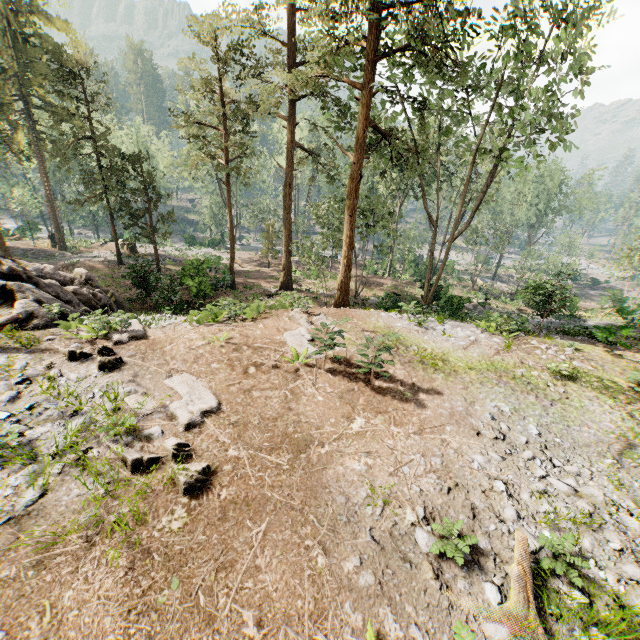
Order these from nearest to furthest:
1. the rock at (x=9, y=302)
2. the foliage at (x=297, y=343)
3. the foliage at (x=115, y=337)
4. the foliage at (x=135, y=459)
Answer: the foliage at (x=135, y=459) → the foliage at (x=115, y=337) → the foliage at (x=297, y=343) → the rock at (x=9, y=302)

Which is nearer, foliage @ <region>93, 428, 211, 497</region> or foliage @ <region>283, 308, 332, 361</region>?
foliage @ <region>93, 428, 211, 497</region>

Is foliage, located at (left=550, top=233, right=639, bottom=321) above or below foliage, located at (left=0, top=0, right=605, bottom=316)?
below

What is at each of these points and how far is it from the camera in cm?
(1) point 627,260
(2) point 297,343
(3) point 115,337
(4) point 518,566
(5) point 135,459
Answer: (1) foliage, 3391
(2) foliage, 1096
(3) foliage, 1034
(4) foliage, 489
(5) foliage, 604

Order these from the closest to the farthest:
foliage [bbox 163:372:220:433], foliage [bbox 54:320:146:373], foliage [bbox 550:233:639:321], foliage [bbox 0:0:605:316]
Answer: foliage [bbox 163:372:220:433]
foliage [bbox 54:320:146:373]
foliage [bbox 0:0:605:316]
foliage [bbox 550:233:639:321]

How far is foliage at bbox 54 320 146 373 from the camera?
8.8 meters

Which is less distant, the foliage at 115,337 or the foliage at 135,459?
the foliage at 135,459
